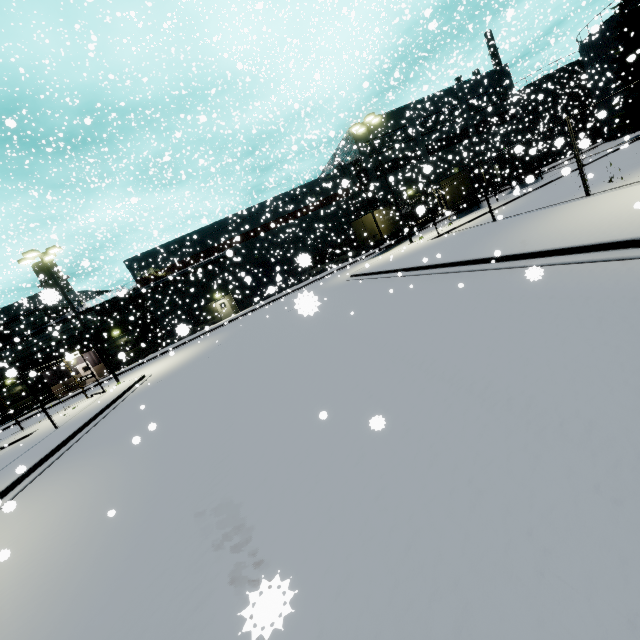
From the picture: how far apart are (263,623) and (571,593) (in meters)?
2.08

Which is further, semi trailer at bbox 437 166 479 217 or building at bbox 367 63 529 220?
building at bbox 367 63 529 220

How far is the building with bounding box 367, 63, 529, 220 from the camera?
38.2 meters

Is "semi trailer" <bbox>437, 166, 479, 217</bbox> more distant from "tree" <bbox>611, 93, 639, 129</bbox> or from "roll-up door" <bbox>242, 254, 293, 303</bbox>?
"roll-up door" <bbox>242, 254, 293, 303</bbox>

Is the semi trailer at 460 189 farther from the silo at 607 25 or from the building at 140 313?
the building at 140 313

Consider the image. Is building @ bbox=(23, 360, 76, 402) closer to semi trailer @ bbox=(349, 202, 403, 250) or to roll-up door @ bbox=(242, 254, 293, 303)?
roll-up door @ bbox=(242, 254, 293, 303)

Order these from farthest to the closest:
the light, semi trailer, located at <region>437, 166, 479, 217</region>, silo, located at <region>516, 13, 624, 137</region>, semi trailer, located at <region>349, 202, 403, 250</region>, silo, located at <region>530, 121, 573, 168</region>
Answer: silo, located at <region>516, 13, 624, 137</region> < silo, located at <region>530, 121, 573, 168</region> < semi trailer, located at <region>349, 202, 403, 250</region> < semi trailer, located at <region>437, 166, 479, 217</region> < the light

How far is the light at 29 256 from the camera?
20.24m
